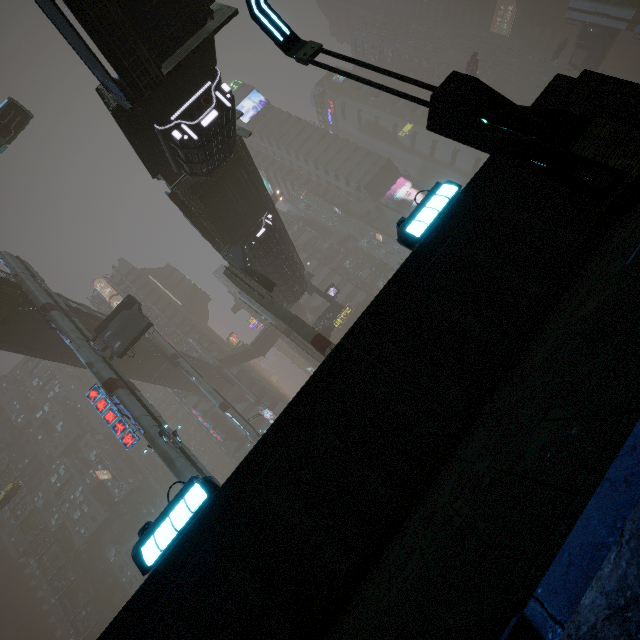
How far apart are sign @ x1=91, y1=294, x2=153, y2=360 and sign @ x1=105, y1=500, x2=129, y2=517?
46.77m

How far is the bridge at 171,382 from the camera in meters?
38.6

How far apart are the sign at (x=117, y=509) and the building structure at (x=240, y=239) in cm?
5533

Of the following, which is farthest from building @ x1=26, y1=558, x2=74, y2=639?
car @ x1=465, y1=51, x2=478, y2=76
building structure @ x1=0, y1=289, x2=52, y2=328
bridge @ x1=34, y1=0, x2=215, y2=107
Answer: building structure @ x1=0, y1=289, x2=52, y2=328

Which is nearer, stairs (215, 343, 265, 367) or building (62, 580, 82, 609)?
building (62, 580, 82, 609)

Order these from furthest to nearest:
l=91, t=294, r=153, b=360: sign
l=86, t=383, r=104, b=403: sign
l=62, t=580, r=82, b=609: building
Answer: l=62, t=580, r=82, b=609: building < l=91, t=294, r=153, b=360: sign < l=86, t=383, r=104, b=403: sign

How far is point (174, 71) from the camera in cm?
1146

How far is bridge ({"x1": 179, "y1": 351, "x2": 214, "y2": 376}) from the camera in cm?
4834
